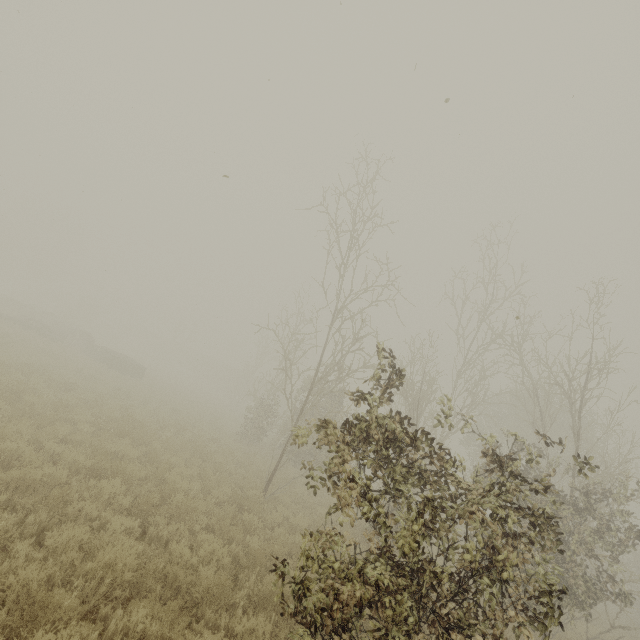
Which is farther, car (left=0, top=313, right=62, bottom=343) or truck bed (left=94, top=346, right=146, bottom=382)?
truck bed (left=94, top=346, right=146, bottom=382)

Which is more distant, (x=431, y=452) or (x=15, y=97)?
(x=15, y=97)

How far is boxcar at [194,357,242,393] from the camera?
55.4m

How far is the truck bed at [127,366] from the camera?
24.0 meters

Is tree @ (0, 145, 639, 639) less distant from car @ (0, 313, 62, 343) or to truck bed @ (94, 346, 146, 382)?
truck bed @ (94, 346, 146, 382)

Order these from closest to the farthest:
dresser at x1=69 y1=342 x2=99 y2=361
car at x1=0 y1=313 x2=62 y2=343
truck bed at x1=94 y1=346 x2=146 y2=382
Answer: car at x1=0 y1=313 x2=62 y2=343, truck bed at x1=94 y1=346 x2=146 y2=382, dresser at x1=69 y1=342 x2=99 y2=361

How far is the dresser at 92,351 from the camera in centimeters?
2526cm

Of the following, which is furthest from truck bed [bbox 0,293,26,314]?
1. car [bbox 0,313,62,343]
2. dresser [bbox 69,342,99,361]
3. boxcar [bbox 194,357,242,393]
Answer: boxcar [bbox 194,357,242,393]
